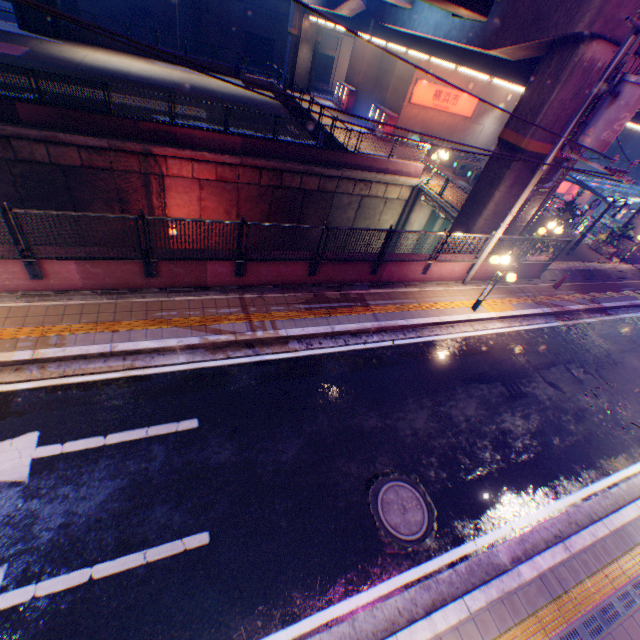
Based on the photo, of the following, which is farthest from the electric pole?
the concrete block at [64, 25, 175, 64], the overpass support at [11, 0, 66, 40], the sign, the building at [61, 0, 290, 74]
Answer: the building at [61, 0, 290, 74]

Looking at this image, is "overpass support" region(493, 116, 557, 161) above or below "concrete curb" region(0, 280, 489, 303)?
above

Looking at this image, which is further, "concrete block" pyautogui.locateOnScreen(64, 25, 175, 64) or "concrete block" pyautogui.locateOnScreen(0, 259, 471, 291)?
"concrete block" pyautogui.locateOnScreen(64, 25, 175, 64)

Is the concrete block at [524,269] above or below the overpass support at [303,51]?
Answer: below

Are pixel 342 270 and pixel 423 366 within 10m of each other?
yes

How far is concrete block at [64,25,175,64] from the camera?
26.7m

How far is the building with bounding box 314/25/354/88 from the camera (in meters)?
41.34

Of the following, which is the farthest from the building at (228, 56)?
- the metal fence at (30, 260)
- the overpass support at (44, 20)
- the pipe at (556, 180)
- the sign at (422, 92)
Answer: the pipe at (556, 180)
